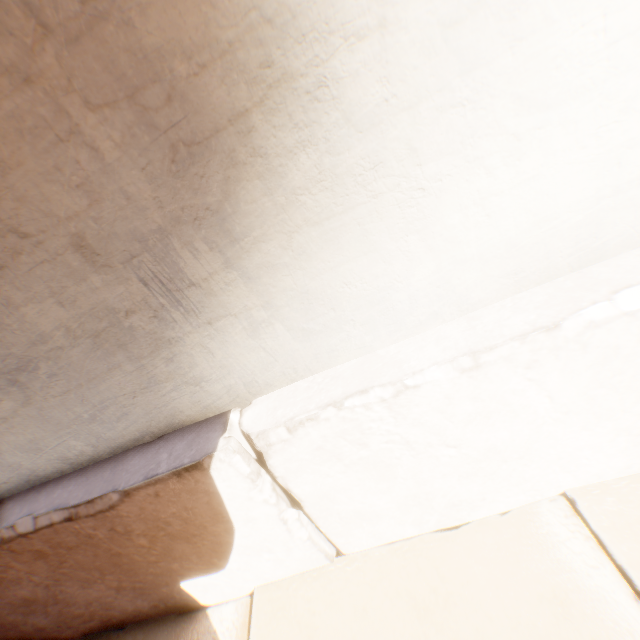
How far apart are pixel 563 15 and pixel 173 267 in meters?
1.0
